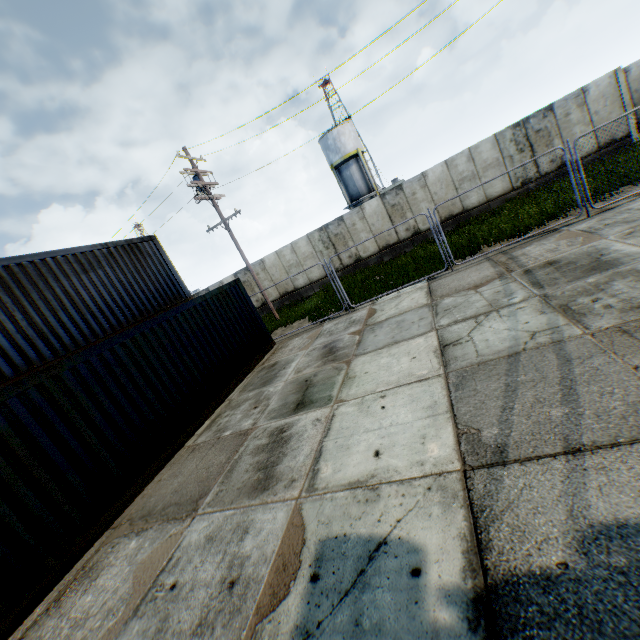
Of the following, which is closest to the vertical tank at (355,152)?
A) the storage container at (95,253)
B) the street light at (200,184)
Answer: the street light at (200,184)

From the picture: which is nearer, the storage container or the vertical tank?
the storage container

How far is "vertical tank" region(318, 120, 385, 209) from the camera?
33.3m

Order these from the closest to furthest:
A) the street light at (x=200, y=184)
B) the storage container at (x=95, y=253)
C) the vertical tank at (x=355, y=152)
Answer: the storage container at (x=95, y=253), the street light at (x=200, y=184), the vertical tank at (x=355, y=152)

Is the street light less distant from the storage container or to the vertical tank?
the storage container

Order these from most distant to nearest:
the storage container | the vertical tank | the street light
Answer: the vertical tank
the street light
the storage container

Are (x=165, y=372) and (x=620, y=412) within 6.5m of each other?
no
